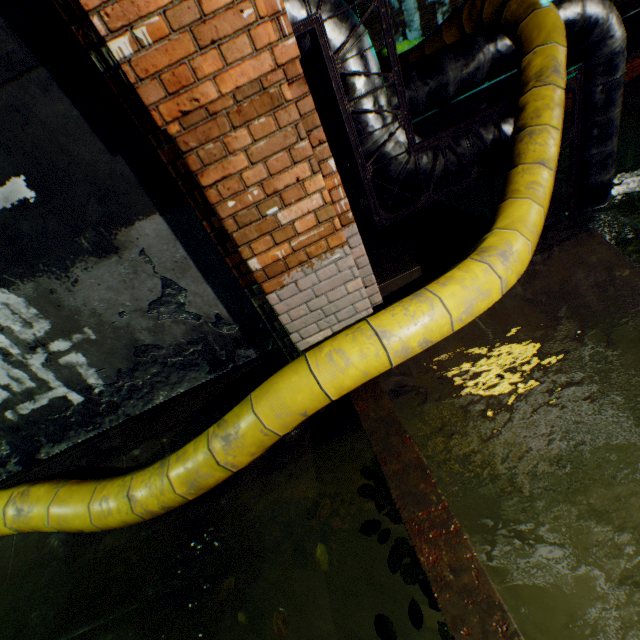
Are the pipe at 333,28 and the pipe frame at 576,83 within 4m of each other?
yes

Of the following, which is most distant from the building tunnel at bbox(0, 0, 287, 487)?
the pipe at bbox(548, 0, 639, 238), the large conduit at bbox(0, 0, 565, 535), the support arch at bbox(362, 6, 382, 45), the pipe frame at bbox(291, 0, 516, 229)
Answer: the support arch at bbox(362, 6, 382, 45)

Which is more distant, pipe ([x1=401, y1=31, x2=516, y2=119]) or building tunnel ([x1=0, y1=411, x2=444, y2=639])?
pipe ([x1=401, y1=31, x2=516, y2=119])

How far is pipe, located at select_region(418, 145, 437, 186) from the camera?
3.7m

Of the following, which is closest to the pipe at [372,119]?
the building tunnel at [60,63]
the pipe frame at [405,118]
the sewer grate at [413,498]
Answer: the pipe frame at [405,118]

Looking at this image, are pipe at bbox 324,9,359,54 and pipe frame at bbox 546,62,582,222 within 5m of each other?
yes

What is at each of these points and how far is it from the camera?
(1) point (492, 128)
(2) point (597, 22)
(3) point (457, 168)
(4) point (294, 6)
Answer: (1) pipe, 3.8 meters
(2) pipe, 4.3 meters
(3) pipe, 3.9 meters
(4) pipe, 2.8 meters

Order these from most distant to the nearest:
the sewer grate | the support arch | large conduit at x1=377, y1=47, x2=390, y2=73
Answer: the support arch < large conduit at x1=377, y1=47, x2=390, y2=73 < the sewer grate
